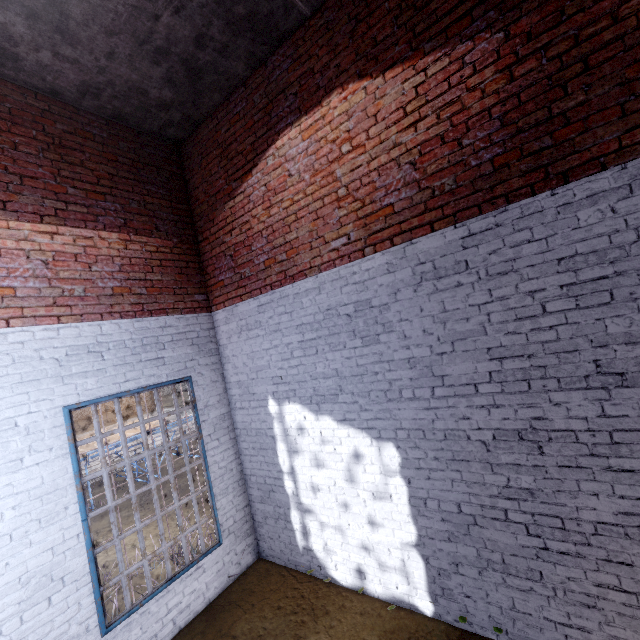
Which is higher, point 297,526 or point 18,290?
point 18,290
